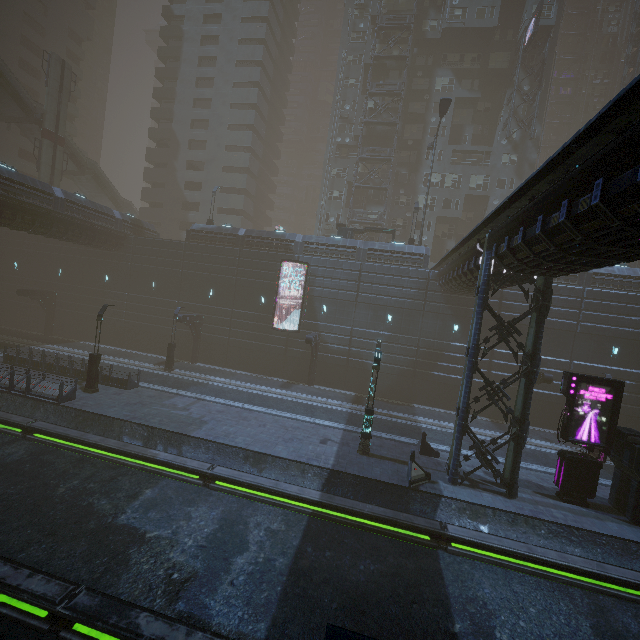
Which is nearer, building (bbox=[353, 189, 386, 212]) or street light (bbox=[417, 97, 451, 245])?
street light (bbox=[417, 97, 451, 245])

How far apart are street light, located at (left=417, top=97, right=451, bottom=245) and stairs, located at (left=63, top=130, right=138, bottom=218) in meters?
41.8 m

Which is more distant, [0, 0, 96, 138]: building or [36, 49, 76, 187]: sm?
[0, 0, 96, 138]: building

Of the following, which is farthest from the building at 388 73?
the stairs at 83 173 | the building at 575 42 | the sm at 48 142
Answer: the sm at 48 142

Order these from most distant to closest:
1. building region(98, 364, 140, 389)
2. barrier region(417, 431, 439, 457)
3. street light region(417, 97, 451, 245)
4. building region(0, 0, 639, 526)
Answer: street light region(417, 97, 451, 245), building region(98, 364, 140, 389), barrier region(417, 431, 439, 457), building region(0, 0, 639, 526)

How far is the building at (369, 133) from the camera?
40.78m

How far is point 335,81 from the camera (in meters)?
46.38

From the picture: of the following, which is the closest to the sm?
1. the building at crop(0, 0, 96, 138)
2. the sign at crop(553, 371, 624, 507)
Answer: the building at crop(0, 0, 96, 138)
